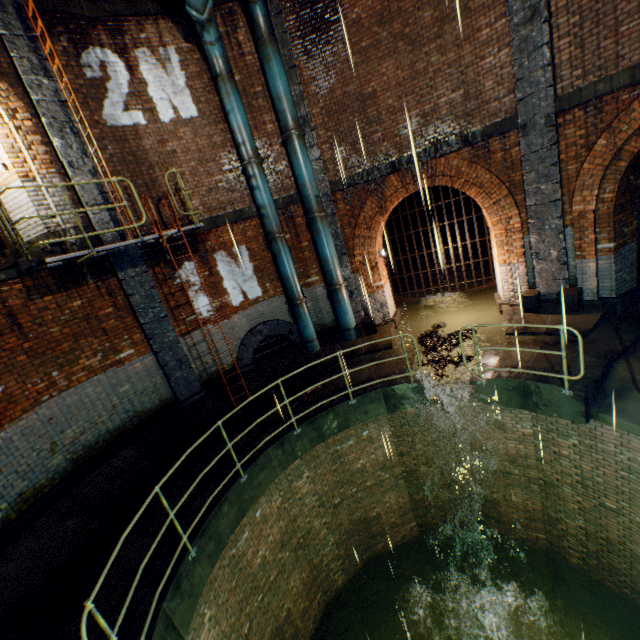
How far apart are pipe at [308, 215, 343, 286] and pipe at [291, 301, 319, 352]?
0.8 meters

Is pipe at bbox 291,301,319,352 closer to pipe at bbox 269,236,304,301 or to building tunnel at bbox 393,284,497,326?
pipe at bbox 269,236,304,301

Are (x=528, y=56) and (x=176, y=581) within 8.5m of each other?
no

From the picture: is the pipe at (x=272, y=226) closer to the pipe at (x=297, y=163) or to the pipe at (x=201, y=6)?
the pipe at (x=201, y=6)

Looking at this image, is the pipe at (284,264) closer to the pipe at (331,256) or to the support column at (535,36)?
the pipe at (331,256)

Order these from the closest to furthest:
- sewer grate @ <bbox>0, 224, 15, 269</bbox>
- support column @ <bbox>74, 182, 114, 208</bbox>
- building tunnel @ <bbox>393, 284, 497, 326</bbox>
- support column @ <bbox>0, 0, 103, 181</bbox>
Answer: support column @ <bbox>0, 0, 103, 181</bbox>, support column @ <bbox>74, 182, 114, 208</bbox>, sewer grate @ <bbox>0, 224, 15, 269</bbox>, building tunnel @ <bbox>393, 284, 497, 326</bbox>

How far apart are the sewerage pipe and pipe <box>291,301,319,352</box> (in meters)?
0.16

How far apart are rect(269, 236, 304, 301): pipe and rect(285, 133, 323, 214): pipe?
0.9m
